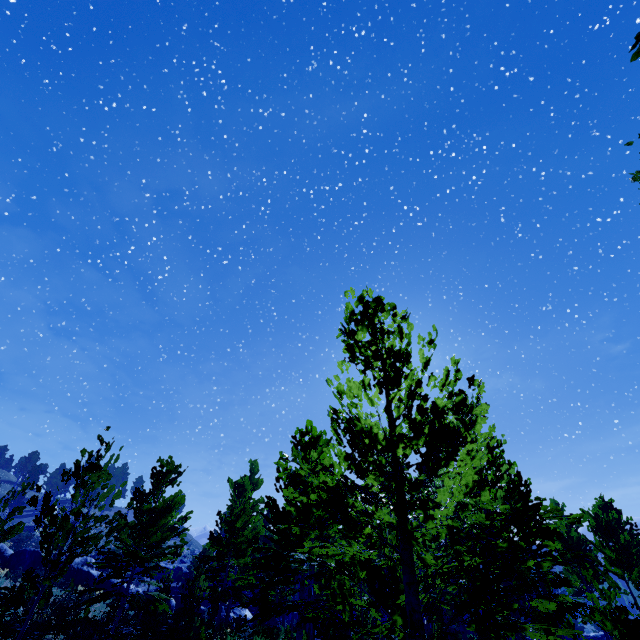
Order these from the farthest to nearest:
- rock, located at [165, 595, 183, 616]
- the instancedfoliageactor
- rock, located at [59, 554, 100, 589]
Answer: rock, located at [59, 554, 100, 589]
rock, located at [165, 595, 183, 616]
the instancedfoliageactor

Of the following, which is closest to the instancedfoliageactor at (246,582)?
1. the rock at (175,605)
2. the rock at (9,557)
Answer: the rock at (175,605)

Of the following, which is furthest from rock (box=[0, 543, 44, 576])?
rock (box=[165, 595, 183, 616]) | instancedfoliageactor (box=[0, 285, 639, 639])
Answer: instancedfoliageactor (box=[0, 285, 639, 639])

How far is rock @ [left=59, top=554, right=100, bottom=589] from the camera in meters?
22.7 m

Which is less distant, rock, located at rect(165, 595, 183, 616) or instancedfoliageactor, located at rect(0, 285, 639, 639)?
instancedfoliageactor, located at rect(0, 285, 639, 639)

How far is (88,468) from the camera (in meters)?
7.73

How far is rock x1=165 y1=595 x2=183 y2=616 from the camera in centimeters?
2173cm
